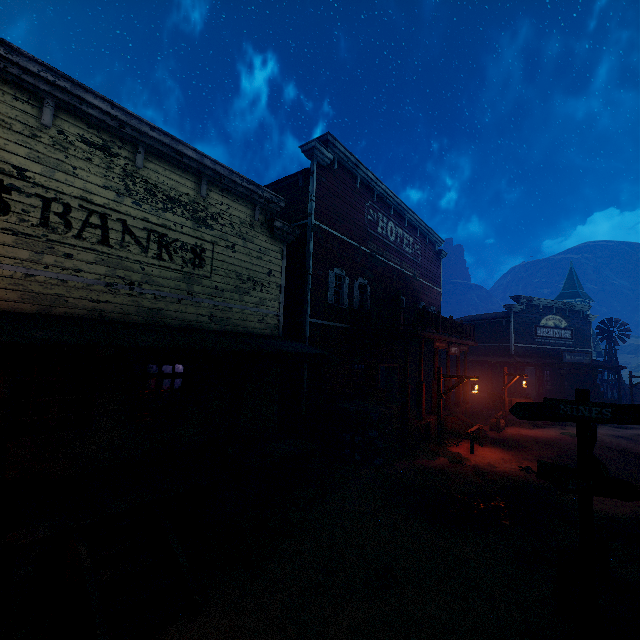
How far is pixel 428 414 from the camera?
15.70m

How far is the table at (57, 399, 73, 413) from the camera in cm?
1048

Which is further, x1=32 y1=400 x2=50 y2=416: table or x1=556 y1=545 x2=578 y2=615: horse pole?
x1=32 y1=400 x2=50 y2=416: table

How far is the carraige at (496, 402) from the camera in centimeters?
1966cm

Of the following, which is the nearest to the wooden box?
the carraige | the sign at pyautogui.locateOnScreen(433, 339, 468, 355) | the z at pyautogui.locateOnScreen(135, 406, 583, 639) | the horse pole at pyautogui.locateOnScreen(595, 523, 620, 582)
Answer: the z at pyautogui.locateOnScreen(135, 406, 583, 639)

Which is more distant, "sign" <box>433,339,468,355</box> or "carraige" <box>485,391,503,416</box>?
"carraige" <box>485,391,503,416</box>

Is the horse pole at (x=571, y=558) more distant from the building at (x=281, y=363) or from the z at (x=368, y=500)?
the building at (x=281, y=363)

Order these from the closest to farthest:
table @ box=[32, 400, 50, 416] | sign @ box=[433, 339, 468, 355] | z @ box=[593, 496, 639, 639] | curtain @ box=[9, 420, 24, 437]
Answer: z @ box=[593, 496, 639, 639] → curtain @ box=[9, 420, 24, 437] → table @ box=[32, 400, 50, 416] → sign @ box=[433, 339, 468, 355]
